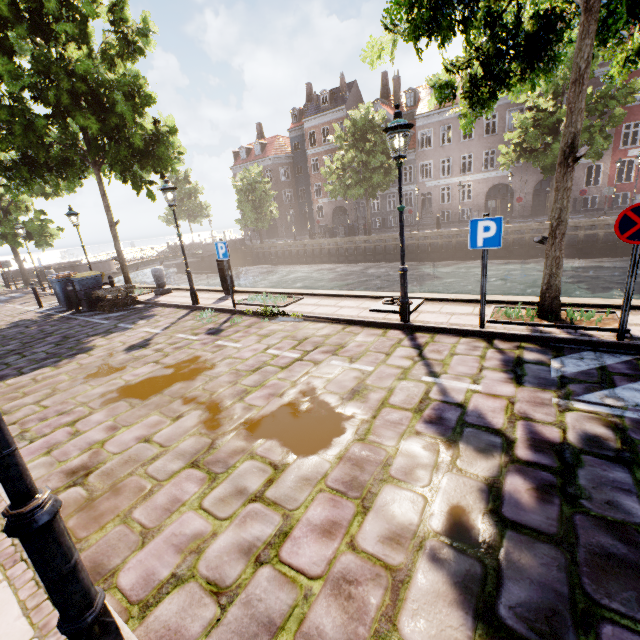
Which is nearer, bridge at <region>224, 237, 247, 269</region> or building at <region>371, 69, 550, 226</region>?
building at <region>371, 69, 550, 226</region>

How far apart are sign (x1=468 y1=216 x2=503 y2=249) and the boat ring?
2.0m

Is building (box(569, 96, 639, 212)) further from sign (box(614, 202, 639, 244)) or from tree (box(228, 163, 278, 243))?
sign (box(614, 202, 639, 244))

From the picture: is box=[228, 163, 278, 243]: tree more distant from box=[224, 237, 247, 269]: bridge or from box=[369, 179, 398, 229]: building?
box=[369, 179, 398, 229]: building

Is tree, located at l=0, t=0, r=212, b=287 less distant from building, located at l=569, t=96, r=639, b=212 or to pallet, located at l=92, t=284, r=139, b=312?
pallet, located at l=92, t=284, r=139, b=312

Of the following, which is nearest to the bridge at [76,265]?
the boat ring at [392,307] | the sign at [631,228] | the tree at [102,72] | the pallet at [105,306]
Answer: the tree at [102,72]

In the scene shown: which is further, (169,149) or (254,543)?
(169,149)

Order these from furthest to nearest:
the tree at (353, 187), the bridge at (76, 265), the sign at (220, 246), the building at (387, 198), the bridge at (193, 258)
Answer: the building at (387, 198) < the bridge at (193, 258) < the tree at (353, 187) < the bridge at (76, 265) < the sign at (220, 246)
